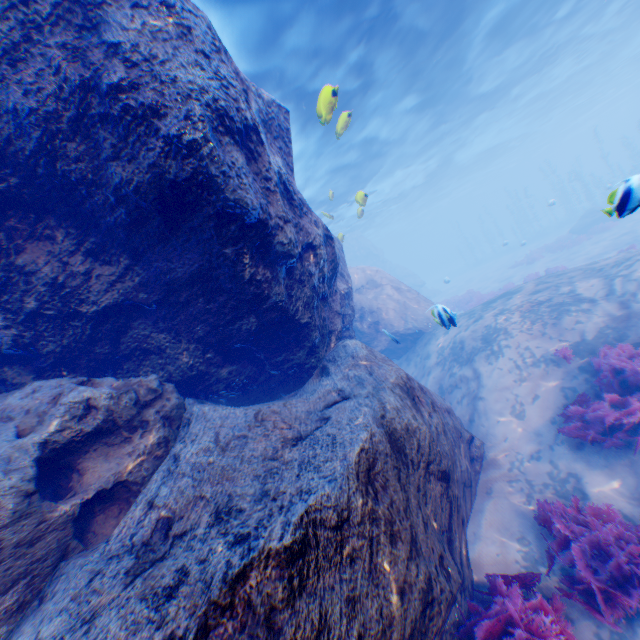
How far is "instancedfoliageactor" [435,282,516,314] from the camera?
11.93m

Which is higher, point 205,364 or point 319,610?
point 205,364

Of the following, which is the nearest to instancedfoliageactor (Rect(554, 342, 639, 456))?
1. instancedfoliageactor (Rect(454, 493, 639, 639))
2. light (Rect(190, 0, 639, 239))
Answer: instancedfoliageactor (Rect(454, 493, 639, 639))

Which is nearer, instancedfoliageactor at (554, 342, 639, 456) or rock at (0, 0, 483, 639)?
rock at (0, 0, 483, 639)

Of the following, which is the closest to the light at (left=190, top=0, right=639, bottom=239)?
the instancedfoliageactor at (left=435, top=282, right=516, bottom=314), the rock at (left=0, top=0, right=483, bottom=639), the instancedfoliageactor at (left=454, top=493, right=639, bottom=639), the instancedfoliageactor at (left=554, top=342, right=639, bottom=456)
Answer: the rock at (left=0, top=0, right=483, bottom=639)

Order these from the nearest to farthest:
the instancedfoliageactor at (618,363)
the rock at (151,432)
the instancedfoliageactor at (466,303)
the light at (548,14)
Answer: the rock at (151,432), the instancedfoliageactor at (618,363), the light at (548,14), the instancedfoliageactor at (466,303)

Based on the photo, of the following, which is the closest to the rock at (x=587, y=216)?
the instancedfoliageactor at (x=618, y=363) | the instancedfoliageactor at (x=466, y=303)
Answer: the instancedfoliageactor at (x=618, y=363)

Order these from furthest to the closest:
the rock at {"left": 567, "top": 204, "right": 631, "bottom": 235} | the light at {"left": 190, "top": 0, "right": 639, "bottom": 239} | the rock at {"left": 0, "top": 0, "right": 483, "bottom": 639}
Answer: the light at {"left": 190, "top": 0, "right": 639, "bottom": 239} < the rock at {"left": 567, "top": 204, "right": 631, "bottom": 235} < the rock at {"left": 0, "top": 0, "right": 483, "bottom": 639}
